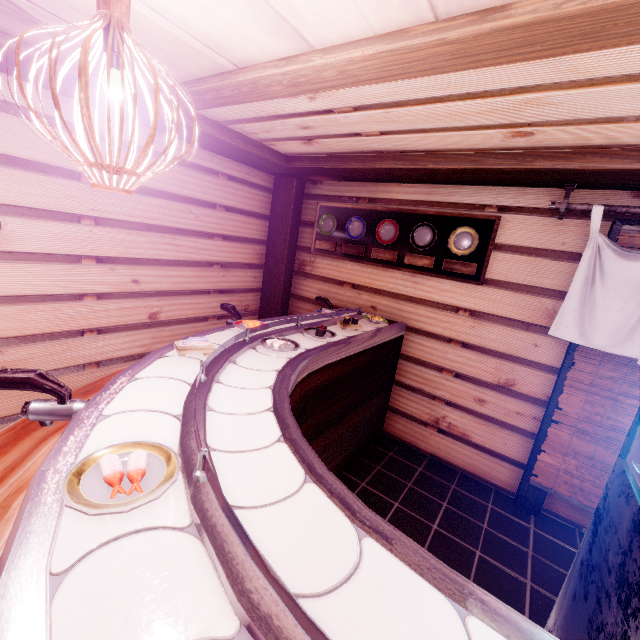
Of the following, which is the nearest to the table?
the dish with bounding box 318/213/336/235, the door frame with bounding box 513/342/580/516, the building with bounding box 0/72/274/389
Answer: the building with bounding box 0/72/274/389

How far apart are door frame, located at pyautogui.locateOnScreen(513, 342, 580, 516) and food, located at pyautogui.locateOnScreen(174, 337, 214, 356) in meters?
4.9

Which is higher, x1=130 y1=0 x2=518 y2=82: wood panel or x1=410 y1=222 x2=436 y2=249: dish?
x1=130 y1=0 x2=518 y2=82: wood panel

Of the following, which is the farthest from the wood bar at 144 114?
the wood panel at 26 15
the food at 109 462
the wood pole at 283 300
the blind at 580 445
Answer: the food at 109 462

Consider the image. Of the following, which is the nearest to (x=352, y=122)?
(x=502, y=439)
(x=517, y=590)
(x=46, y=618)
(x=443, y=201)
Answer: (x=443, y=201)

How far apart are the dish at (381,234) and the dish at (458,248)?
1.03m

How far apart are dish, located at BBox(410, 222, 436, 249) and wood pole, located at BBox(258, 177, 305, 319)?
2.8 meters

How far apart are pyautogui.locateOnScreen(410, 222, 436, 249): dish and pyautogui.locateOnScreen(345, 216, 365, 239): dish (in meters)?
1.02
